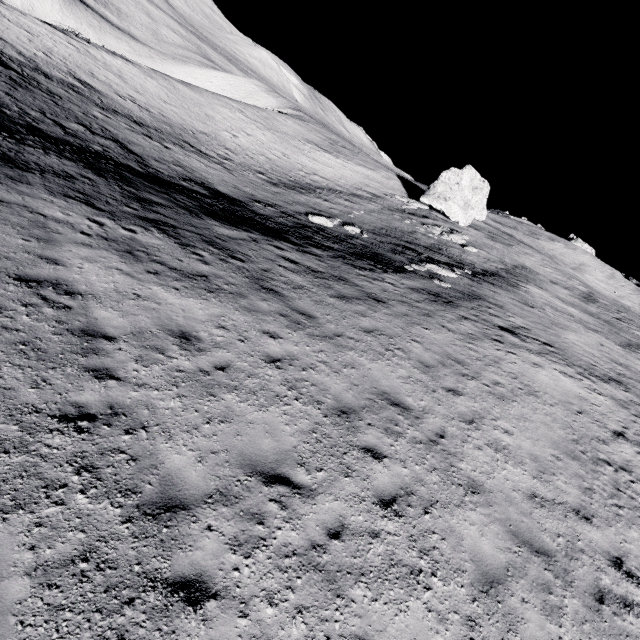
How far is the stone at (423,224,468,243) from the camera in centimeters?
3008cm

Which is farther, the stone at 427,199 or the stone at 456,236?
the stone at 427,199

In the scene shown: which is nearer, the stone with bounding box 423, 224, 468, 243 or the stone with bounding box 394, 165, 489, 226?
the stone with bounding box 423, 224, 468, 243

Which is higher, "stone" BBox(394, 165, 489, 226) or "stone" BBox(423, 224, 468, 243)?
"stone" BBox(394, 165, 489, 226)

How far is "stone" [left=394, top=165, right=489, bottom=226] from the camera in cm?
3872

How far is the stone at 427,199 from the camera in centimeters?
3872cm

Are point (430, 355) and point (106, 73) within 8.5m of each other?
no
